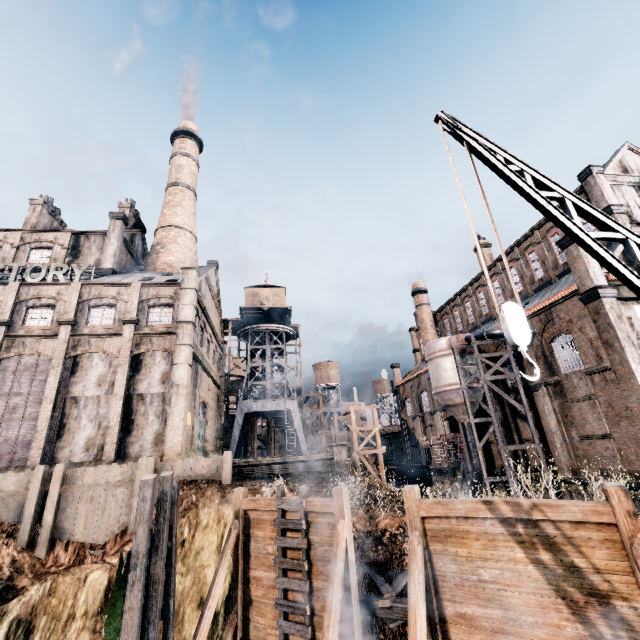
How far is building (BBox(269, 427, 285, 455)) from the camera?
52.0m

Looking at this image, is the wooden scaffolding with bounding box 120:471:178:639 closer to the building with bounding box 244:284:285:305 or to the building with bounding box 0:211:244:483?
the building with bounding box 0:211:244:483

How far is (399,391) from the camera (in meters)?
54.66

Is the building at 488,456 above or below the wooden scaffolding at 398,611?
above

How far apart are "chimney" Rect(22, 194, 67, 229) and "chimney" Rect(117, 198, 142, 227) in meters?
7.6

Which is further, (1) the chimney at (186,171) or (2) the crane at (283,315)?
(2) the crane at (283,315)

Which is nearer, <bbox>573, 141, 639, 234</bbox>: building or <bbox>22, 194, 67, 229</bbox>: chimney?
<bbox>573, 141, 639, 234</bbox>: building
